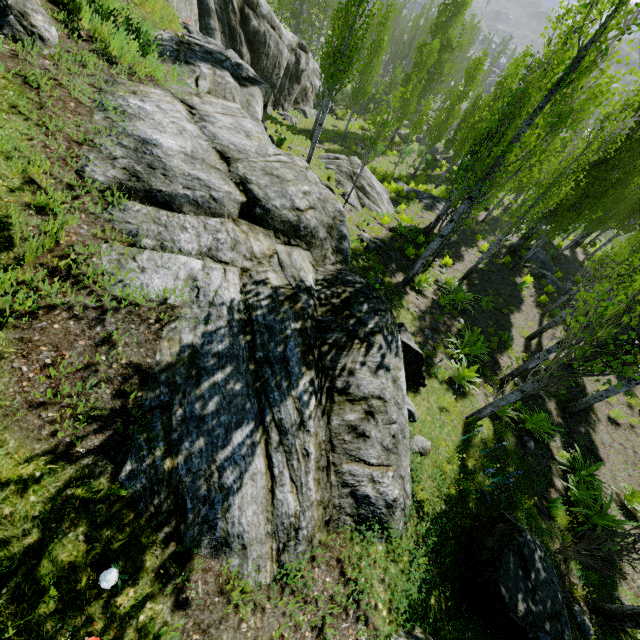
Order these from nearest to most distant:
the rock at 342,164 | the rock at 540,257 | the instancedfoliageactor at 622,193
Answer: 1. the instancedfoliageactor at 622,193
2. the rock at 342,164
3. the rock at 540,257

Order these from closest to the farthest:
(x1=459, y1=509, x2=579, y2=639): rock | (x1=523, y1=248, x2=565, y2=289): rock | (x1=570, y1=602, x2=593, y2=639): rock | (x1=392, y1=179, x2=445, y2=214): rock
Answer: (x1=459, y1=509, x2=579, y2=639): rock
(x1=570, y1=602, x2=593, y2=639): rock
(x1=523, y1=248, x2=565, y2=289): rock
(x1=392, y1=179, x2=445, y2=214): rock

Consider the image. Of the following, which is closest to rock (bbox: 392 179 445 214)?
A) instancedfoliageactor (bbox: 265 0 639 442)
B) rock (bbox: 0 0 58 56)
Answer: instancedfoliageactor (bbox: 265 0 639 442)

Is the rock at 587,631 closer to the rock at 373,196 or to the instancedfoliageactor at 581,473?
the instancedfoliageactor at 581,473

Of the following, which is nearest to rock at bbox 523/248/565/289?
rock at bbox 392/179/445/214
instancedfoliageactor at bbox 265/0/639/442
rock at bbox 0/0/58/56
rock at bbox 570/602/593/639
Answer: instancedfoliageactor at bbox 265/0/639/442

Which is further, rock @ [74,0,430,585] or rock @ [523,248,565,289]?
rock @ [523,248,565,289]

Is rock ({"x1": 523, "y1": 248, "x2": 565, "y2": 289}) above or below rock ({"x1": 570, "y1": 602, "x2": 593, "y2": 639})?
below

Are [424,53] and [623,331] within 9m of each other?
no
